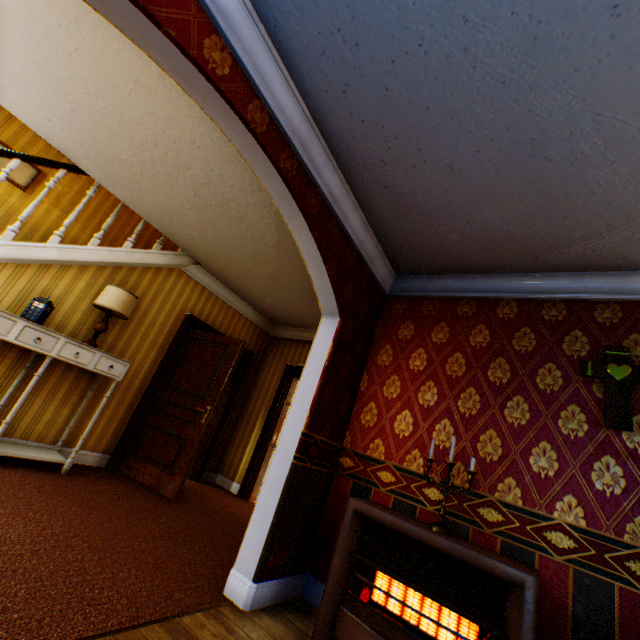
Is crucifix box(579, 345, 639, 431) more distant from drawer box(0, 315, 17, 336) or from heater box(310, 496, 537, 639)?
drawer box(0, 315, 17, 336)

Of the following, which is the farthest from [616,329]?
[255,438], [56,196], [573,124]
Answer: [56,196]

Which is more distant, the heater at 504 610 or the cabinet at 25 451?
the cabinet at 25 451

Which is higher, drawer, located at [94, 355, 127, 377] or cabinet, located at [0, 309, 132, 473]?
drawer, located at [94, 355, 127, 377]

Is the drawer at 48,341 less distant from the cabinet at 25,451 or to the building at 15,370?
the cabinet at 25,451

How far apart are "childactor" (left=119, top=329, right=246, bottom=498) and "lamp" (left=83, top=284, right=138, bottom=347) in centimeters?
113cm

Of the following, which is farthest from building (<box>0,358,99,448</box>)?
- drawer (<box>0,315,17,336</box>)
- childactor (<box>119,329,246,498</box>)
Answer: drawer (<box>0,315,17,336</box>)
